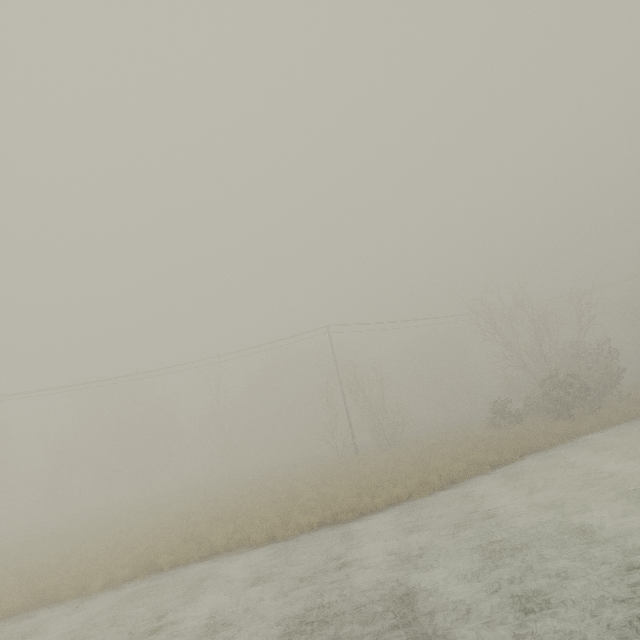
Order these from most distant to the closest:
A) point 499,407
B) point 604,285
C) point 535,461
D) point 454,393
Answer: point 454,393 → point 604,285 → point 499,407 → point 535,461
